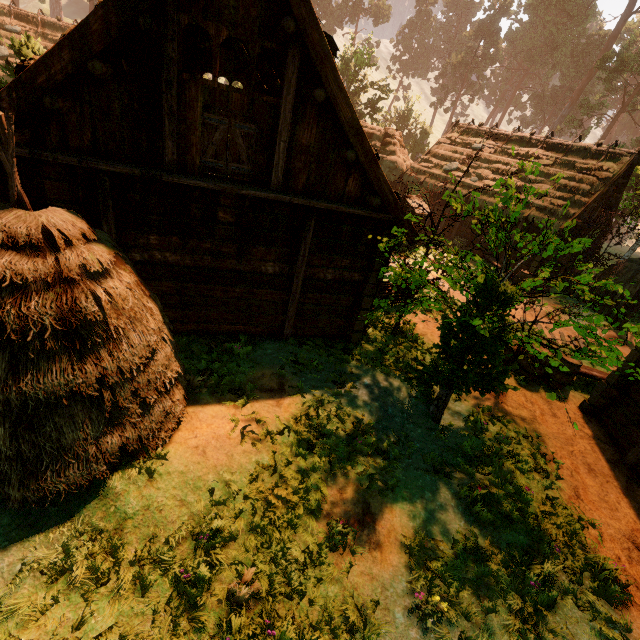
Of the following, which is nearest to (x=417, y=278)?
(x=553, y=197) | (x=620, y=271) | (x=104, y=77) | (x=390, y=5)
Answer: (x=104, y=77)

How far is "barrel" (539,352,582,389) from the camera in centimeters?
934cm

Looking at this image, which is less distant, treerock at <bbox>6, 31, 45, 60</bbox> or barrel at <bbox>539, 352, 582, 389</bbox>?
barrel at <bbox>539, 352, 582, 389</bbox>

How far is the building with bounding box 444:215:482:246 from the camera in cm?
2208

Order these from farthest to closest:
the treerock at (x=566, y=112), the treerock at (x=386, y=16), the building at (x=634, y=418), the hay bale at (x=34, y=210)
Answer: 1. the treerock at (x=566, y=112)
2. the treerock at (x=386, y=16)
3. the building at (x=634, y=418)
4. the hay bale at (x=34, y=210)

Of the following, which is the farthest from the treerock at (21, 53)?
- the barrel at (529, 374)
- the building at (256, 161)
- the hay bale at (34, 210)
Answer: the hay bale at (34, 210)

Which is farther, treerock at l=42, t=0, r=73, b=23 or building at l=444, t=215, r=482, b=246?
treerock at l=42, t=0, r=73, b=23

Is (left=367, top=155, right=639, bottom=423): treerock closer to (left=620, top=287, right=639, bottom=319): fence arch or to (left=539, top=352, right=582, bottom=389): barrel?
(left=620, top=287, right=639, bottom=319): fence arch
